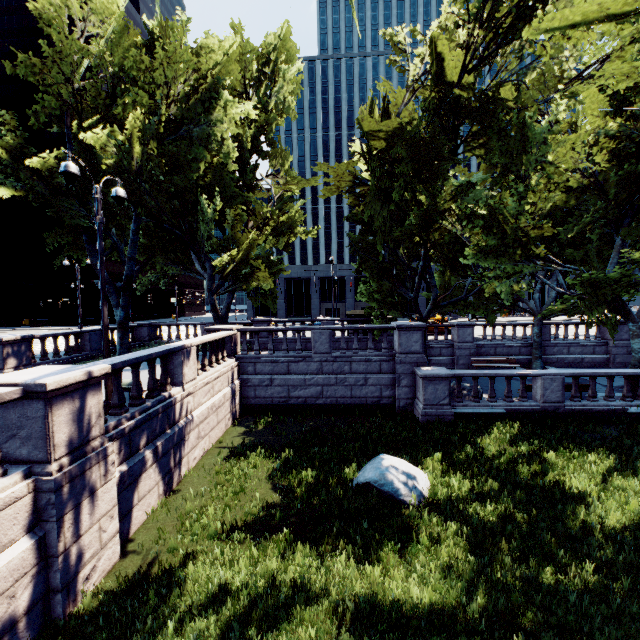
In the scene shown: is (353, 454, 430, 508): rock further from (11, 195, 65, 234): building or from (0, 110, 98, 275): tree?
(11, 195, 65, 234): building

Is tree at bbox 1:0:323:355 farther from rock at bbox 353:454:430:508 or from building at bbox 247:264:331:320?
building at bbox 247:264:331:320

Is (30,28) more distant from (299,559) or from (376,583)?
(376,583)

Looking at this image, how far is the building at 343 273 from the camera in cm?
5447

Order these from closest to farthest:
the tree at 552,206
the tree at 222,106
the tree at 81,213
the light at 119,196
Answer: the light at 119,196, the tree at 552,206, the tree at 81,213, the tree at 222,106

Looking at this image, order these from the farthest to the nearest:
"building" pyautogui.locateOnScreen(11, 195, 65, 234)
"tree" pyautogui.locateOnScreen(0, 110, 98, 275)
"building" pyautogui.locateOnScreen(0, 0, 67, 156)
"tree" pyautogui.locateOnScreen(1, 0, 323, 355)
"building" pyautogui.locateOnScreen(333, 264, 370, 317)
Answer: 1. "building" pyautogui.locateOnScreen(11, 195, 65, 234)
2. "building" pyautogui.locateOnScreen(0, 0, 67, 156)
3. "building" pyautogui.locateOnScreen(333, 264, 370, 317)
4. "tree" pyautogui.locateOnScreen(1, 0, 323, 355)
5. "tree" pyautogui.locateOnScreen(0, 110, 98, 275)

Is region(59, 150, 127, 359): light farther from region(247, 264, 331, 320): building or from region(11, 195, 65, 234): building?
region(11, 195, 65, 234): building

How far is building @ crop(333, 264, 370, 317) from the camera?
54.5 meters
